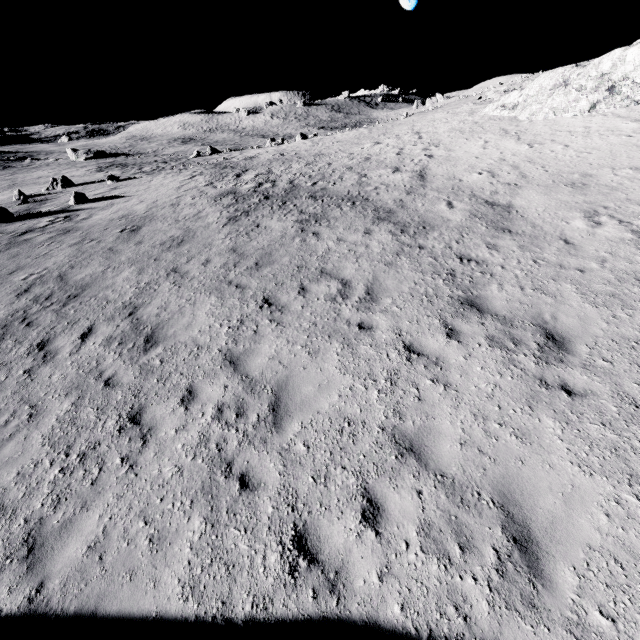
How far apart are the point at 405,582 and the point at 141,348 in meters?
7.1 m

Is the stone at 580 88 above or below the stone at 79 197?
above

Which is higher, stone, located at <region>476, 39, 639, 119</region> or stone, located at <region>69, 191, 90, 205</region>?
stone, located at <region>476, 39, 639, 119</region>

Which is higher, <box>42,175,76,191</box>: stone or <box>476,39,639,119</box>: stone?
<box>476,39,639,119</box>: stone

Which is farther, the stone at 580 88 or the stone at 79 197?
the stone at 79 197

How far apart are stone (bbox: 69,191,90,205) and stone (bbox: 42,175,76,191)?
14.5m

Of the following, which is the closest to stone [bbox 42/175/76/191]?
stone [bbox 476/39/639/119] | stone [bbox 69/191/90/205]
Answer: stone [bbox 69/191/90/205]

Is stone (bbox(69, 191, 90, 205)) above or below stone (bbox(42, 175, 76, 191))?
above
